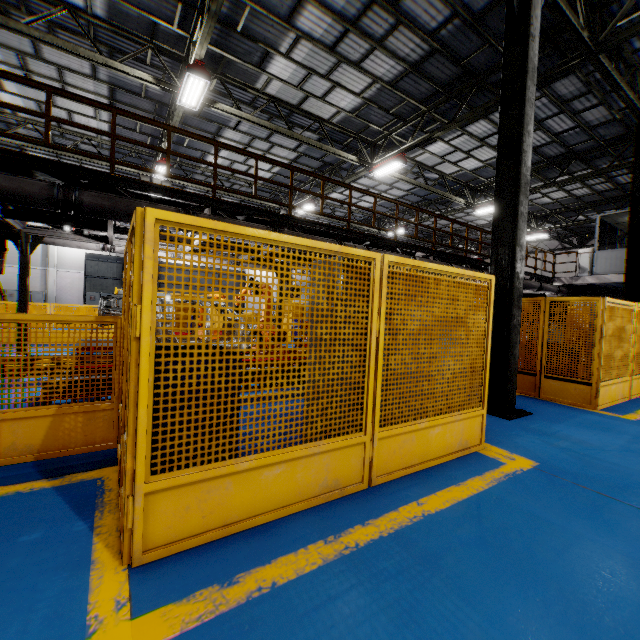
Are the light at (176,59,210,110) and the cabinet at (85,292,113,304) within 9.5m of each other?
no

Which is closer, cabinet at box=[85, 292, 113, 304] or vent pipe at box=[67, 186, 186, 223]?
vent pipe at box=[67, 186, 186, 223]

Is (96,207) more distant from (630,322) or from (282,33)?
(630,322)

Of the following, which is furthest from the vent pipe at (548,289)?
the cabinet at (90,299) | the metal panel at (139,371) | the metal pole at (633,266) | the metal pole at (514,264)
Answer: the cabinet at (90,299)

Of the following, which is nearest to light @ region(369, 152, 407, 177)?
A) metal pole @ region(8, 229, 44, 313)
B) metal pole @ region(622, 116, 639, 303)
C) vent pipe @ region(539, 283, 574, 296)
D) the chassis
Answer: the chassis

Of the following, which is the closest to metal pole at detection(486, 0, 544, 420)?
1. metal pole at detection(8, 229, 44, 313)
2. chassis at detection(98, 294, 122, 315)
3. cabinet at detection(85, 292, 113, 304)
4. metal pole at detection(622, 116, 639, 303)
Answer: chassis at detection(98, 294, 122, 315)

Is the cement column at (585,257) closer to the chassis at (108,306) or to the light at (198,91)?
the chassis at (108,306)

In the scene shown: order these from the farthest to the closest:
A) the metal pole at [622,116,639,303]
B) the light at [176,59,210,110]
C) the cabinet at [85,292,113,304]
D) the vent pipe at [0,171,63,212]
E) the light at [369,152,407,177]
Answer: the cabinet at [85,292,113,304] < the light at [369,152,407,177] < the metal pole at [622,116,639,303] < the light at [176,59,210,110] < the vent pipe at [0,171,63,212]
